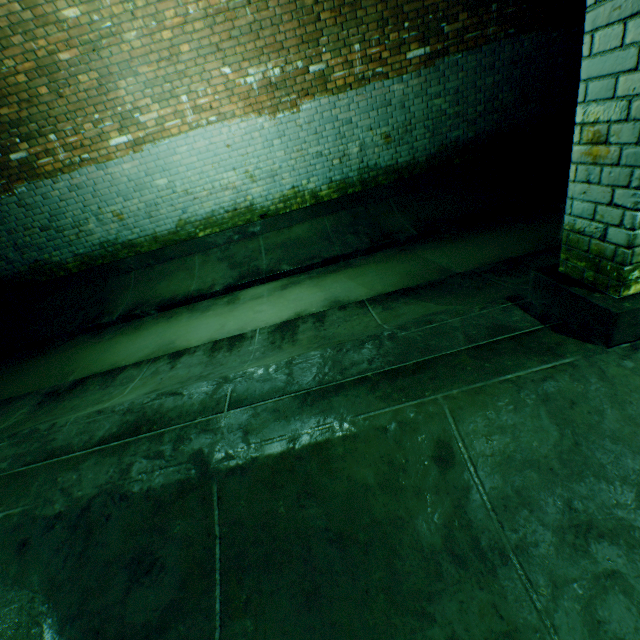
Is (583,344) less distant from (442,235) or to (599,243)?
(599,243)
